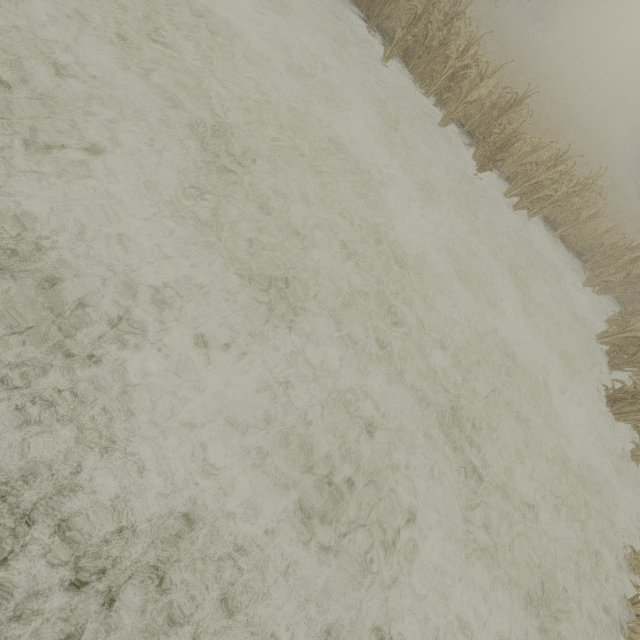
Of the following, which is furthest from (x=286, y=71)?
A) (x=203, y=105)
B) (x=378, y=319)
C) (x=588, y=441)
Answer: (x=588, y=441)

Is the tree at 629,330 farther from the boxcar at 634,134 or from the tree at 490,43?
the boxcar at 634,134

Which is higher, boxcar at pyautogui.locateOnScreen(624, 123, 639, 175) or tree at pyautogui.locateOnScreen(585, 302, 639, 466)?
boxcar at pyautogui.locateOnScreen(624, 123, 639, 175)

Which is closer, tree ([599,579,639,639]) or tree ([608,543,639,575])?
tree ([599,579,639,639])

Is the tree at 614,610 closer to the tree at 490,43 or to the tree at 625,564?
the tree at 625,564

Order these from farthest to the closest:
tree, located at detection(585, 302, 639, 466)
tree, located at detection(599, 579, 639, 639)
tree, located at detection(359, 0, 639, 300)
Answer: tree, located at detection(359, 0, 639, 300), tree, located at detection(585, 302, 639, 466), tree, located at detection(599, 579, 639, 639)

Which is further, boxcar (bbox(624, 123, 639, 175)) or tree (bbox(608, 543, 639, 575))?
boxcar (bbox(624, 123, 639, 175))

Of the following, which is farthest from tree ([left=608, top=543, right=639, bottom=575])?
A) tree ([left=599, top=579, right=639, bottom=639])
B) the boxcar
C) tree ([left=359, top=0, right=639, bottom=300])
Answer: the boxcar
